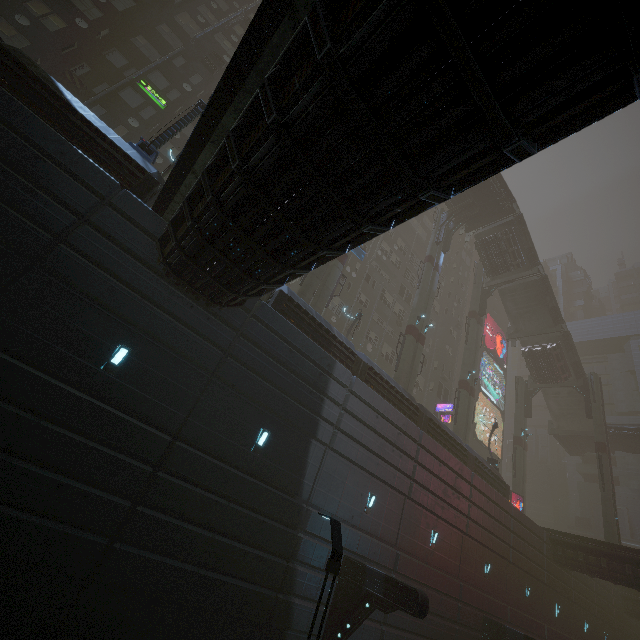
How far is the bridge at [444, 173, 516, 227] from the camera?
31.9m

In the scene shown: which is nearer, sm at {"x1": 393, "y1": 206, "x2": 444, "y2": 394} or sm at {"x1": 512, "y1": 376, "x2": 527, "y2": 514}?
sm at {"x1": 393, "y1": 206, "x2": 444, "y2": 394}

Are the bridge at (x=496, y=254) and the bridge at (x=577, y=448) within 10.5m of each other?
no

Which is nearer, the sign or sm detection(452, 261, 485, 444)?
sm detection(452, 261, 485, 444)

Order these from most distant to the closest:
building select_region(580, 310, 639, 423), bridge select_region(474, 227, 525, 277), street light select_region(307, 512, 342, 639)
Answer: building select_region(580, 310, 639, 423) → bridge select_region(474, 227, 525, 277) → street light select_region(307, 512, 342, 639)

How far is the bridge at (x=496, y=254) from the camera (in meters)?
33.69

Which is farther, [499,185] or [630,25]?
[499,185]

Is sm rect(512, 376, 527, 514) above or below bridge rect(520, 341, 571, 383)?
below
